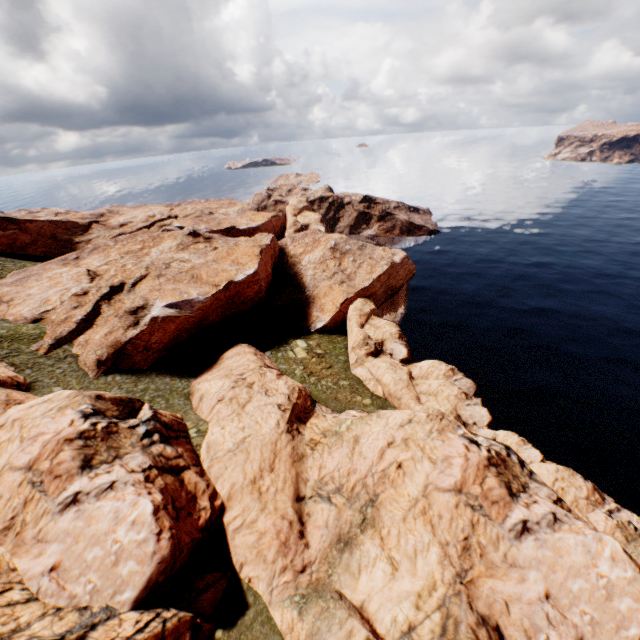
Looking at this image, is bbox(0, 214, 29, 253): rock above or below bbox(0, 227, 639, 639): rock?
above

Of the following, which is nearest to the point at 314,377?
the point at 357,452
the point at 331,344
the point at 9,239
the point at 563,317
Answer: the point at 331,344

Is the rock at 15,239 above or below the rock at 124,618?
above

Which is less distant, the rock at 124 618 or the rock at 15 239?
Answer: the rock at 124 618

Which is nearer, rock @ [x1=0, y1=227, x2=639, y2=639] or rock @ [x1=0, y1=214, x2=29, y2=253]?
rock @ [x1=0, y1=227, x2=639, y2=639]
